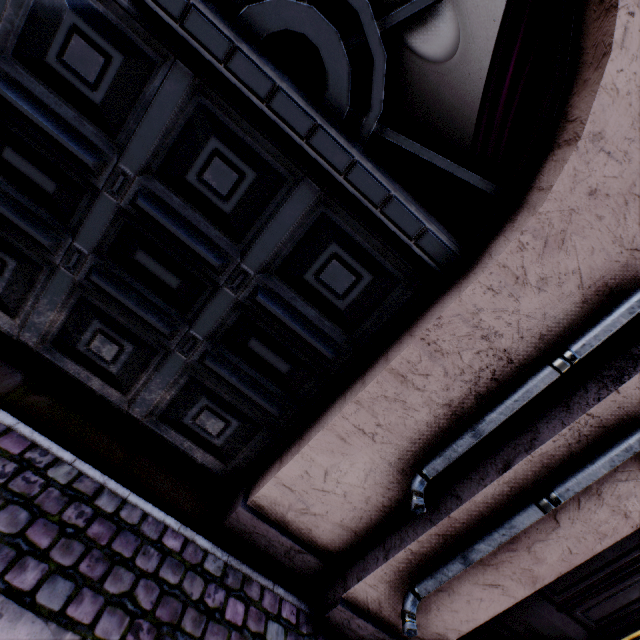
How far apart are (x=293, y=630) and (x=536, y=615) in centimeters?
172cm
